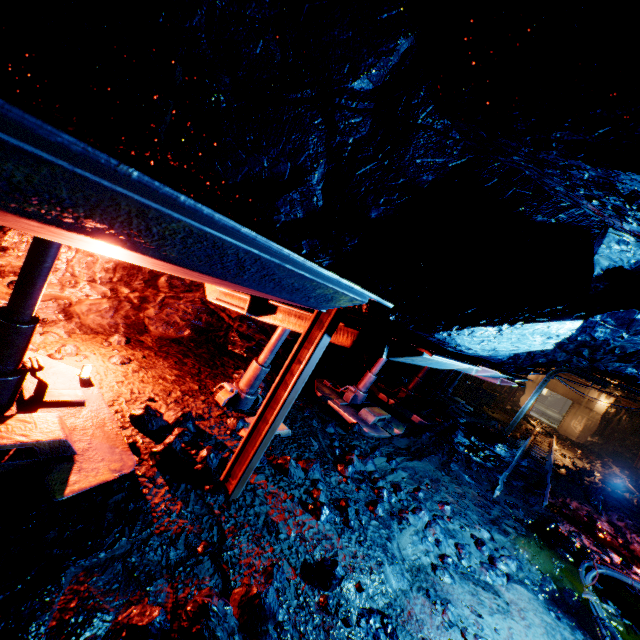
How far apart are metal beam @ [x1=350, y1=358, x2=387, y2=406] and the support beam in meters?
4.3

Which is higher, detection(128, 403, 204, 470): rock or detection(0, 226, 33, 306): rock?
detection(0, 226, 33, 306): rock

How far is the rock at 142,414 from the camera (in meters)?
2.88

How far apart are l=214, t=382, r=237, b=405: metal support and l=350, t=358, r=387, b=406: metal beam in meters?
3.4

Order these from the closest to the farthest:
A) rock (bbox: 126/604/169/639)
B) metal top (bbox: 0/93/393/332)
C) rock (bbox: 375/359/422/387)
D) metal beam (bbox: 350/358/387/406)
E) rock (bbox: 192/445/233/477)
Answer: metal top (bbox: 0/93/393/332)
rock (bbox: 126/604/169/639)
rock (bbox: 192/445/233/477)
metal beam (bbox: 350/358/387/406)
rock (bbox: 375/359/422/387)

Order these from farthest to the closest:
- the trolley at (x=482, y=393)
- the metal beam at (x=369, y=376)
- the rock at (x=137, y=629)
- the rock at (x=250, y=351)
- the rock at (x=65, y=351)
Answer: the trolley at (x=482, y=393) → the metal beam at (x=369, y=376) → the rock at (x=250, y=351) → the rock at (x=65, y=351) → the rock at (x=137, y=629)

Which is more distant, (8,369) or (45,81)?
(8,369)

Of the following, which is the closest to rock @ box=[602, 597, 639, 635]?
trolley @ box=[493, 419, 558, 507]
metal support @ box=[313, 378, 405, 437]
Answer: trolley @ box=[493, 419, 558, 507]
